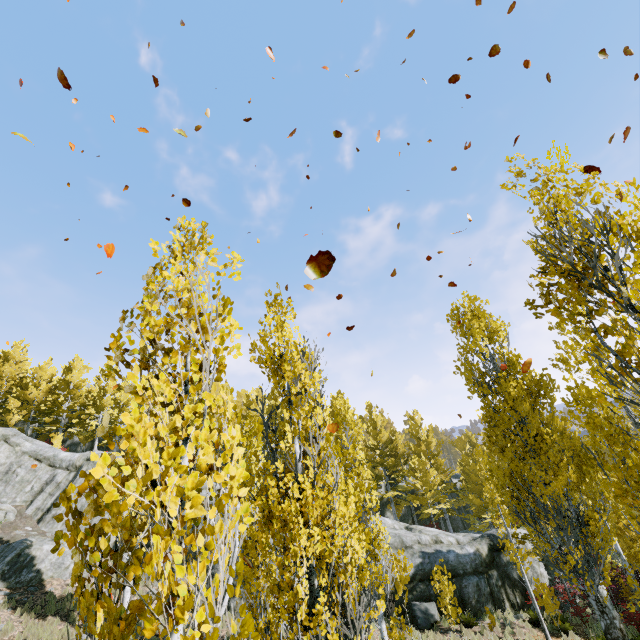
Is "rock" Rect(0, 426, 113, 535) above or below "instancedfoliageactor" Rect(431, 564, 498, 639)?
above

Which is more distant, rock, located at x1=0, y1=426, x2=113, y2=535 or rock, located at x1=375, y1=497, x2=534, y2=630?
rock, located at x1=0, y1=426, x2=113, y2=535

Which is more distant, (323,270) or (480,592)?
(480,592)

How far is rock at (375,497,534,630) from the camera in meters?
16.3 m

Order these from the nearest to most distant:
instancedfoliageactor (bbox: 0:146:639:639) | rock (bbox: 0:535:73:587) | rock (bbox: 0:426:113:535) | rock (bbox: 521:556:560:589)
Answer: instancedfoliageactor (bbox: 0:146:639:639)
rock (bbox: 0:535:73:587)
rock (bbox: 521:556:560:589)
rock (bbox: 0:426:113:535)

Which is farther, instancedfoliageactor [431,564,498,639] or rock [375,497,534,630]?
rock [375,497,534,630]

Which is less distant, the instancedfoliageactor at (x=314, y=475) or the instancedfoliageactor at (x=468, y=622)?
the instancedfoliageactor at (x=314, y=475)

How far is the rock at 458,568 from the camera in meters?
16.3 m
